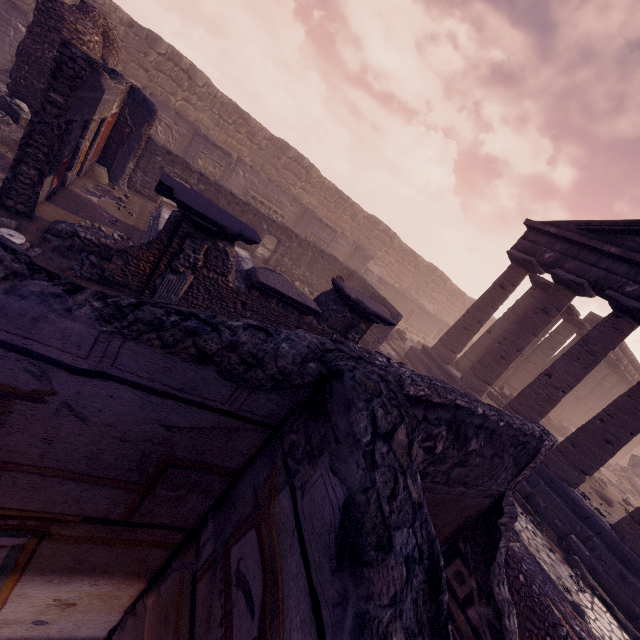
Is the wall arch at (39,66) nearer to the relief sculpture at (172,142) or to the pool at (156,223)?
the relief sculpture at (172,142)

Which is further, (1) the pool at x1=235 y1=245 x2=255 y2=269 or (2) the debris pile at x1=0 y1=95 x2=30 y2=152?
(1) the pool at x1=235 y1=245 x2=255 y2=269

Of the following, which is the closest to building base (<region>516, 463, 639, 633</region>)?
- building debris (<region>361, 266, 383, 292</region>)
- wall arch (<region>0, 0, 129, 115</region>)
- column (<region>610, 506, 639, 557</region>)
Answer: column (<region>610, 506, 639, 557</region>)

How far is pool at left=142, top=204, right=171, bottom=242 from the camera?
8.43m

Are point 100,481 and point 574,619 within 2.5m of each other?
no

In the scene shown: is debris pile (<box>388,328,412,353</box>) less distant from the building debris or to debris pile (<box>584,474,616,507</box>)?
the building debris

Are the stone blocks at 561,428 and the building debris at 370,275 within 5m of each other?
no

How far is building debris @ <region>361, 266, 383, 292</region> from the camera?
21.6 meters
